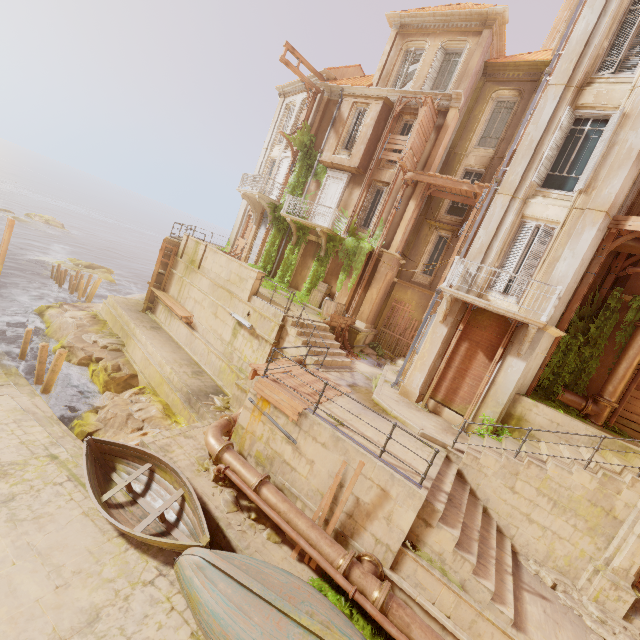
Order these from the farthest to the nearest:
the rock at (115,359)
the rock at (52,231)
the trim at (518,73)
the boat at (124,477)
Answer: the rock at (52,231), the trim at (518,73), the rock at (115,359), the boat at (124,477)

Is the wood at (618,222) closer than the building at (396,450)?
No

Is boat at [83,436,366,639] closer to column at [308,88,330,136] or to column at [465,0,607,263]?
column at [465,0,607,263]

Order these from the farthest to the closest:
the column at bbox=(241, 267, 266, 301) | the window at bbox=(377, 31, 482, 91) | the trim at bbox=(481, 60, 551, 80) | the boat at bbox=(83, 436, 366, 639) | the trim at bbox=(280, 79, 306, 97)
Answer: the trim at bbox=(280, 79, 306, 97)
the window at bbox=(377, 31, 482, 91)
the trim at bbox=(481, 60, 551, 80)
the column at bbox=(241, 267, 266, 301)
the boat at bbox=(83, 436, 366, 639)

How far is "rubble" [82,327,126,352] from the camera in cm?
1767

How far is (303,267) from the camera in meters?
20.5

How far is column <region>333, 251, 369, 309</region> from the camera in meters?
18.4 m

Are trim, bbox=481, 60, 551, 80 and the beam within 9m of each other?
no
